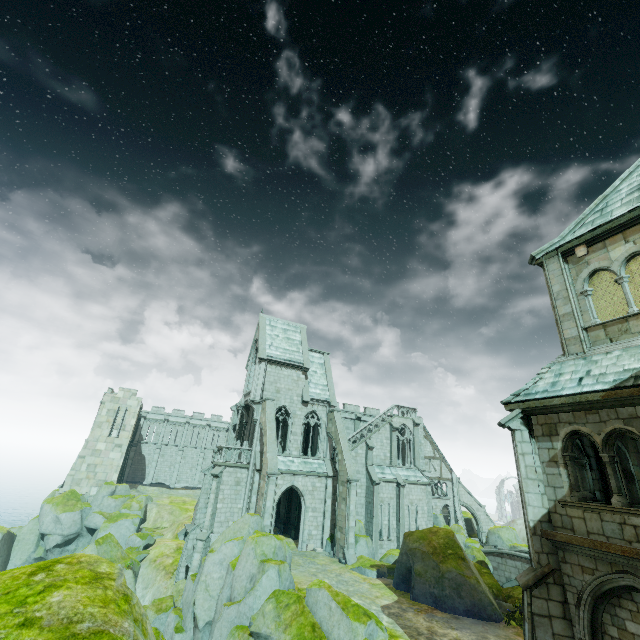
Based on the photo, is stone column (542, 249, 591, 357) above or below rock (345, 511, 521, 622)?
above

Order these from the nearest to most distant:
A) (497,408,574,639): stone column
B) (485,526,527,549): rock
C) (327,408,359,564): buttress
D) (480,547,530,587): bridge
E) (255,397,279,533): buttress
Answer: (497,408,574,639): stone column → (255,397,279,533): buttress → (327,408,359,564): buttress → (480,547,530,587): bridge → (485,526,527,549): rock

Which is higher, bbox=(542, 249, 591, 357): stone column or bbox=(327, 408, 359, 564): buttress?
bbox=(542, 249, 591, 357): stone column

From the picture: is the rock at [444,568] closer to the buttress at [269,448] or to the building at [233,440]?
the building at [233,440]

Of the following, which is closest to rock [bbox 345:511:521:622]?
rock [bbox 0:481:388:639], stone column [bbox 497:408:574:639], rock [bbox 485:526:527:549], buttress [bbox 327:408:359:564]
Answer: buttress [bbox 327:408:359:564]

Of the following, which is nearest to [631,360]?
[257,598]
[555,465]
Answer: [555,465]

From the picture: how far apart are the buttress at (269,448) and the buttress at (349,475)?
5.9 meters

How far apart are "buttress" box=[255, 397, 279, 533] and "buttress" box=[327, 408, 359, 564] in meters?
5.9
